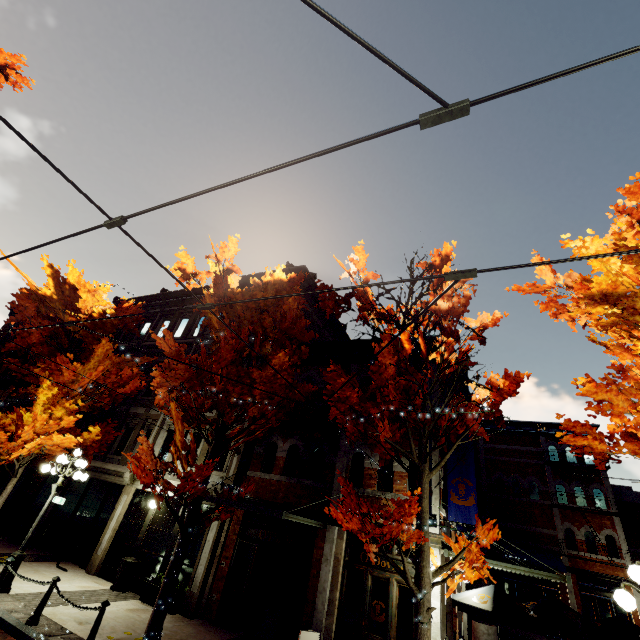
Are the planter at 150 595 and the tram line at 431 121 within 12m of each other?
no

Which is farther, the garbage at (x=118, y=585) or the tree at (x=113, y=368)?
the tree at (x=113, y=368)

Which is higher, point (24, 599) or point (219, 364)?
point (219, 364)

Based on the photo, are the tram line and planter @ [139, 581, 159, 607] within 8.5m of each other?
no

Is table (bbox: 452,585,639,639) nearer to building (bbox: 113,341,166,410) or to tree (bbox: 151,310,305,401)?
building (bbox: 113,341,166,410)

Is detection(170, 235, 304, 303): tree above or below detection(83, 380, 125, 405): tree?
above

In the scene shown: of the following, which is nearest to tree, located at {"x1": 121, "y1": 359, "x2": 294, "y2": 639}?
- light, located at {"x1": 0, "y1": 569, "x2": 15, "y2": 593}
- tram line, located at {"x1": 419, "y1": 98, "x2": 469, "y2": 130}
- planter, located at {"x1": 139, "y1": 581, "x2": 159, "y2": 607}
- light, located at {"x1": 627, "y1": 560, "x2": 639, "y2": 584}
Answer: light, located at {"x1": 627, "y1": 560, "x2": 639, "y2": 584}

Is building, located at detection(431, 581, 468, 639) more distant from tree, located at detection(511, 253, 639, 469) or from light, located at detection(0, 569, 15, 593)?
light, located at detection(0, 569, 15, 593)
